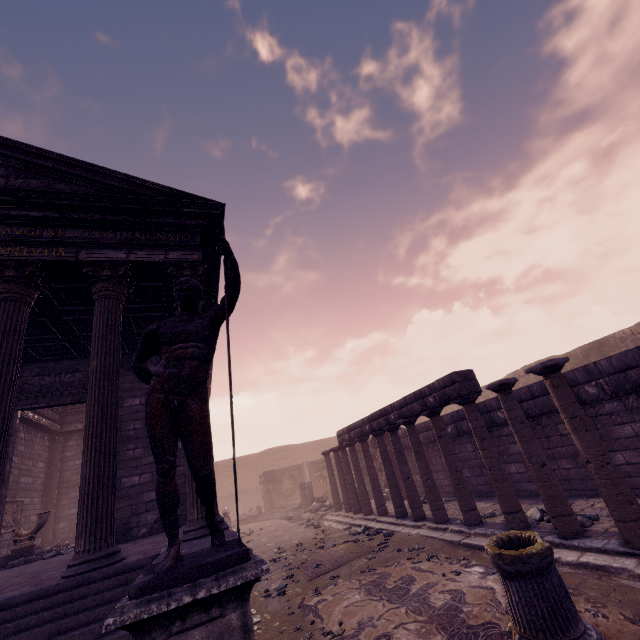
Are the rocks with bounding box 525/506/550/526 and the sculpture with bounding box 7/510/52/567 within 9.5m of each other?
no

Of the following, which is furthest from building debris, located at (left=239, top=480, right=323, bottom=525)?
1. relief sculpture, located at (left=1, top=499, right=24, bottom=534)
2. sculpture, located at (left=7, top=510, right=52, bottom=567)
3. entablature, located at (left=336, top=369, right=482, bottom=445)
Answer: sculpture, located at (left=7, top=510, right=52, bottom=567)

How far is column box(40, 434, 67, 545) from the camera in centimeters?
1402cm

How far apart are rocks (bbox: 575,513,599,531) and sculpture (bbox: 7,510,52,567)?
13.90m

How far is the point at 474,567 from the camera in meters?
5.4

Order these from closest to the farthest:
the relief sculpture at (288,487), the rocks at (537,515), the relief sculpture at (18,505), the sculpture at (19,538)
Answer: the rocks at (537,515) → the sculpture at (19,538) → the relief sculpture at (18,505) → the relief sculpture at (288,487)

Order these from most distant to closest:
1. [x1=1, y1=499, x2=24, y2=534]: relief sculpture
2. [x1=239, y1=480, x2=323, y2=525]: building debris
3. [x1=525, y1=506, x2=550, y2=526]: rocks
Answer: [x1=239, y1=480, x2=323, y2=525]: building debris → [x1=1, y1=499, x2=24, y2=534]: relief sculpture → [x1=525, y1=506, x2=550, y2=526]: rocks

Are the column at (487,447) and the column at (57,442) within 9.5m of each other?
no
